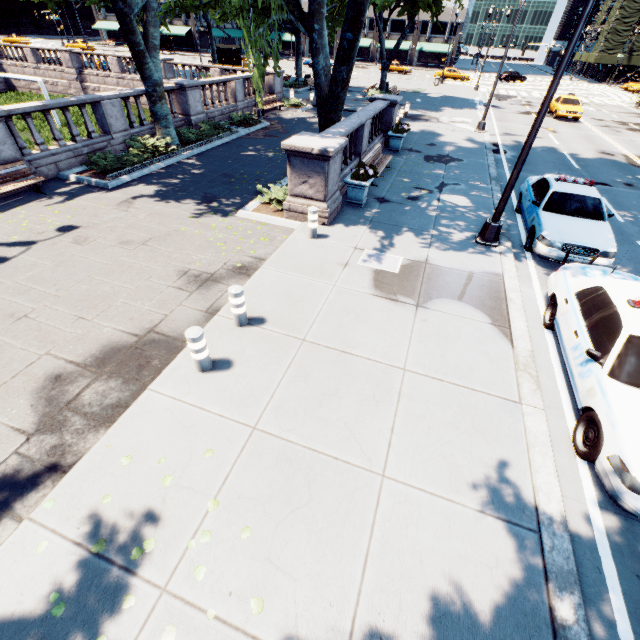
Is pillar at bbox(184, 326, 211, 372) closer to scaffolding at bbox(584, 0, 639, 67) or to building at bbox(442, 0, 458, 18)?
building at bbox(442, 0, 458, 18)

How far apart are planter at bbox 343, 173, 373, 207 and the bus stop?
45.05m

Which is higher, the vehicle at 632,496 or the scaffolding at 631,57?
the scaffolding at 631,57

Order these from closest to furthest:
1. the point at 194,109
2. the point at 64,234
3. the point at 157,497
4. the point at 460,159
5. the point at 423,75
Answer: the point at 157,497
the point at 64,234
the point at 460,159
the point at 194,109
the point at 423,75

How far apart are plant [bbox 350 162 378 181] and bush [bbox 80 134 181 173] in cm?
830

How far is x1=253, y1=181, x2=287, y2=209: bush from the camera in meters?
10.3

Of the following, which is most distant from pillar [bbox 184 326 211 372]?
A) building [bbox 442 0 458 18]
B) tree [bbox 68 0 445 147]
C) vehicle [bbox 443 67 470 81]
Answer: building [bbox 442 0 458 18]

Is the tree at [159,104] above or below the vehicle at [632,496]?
above
